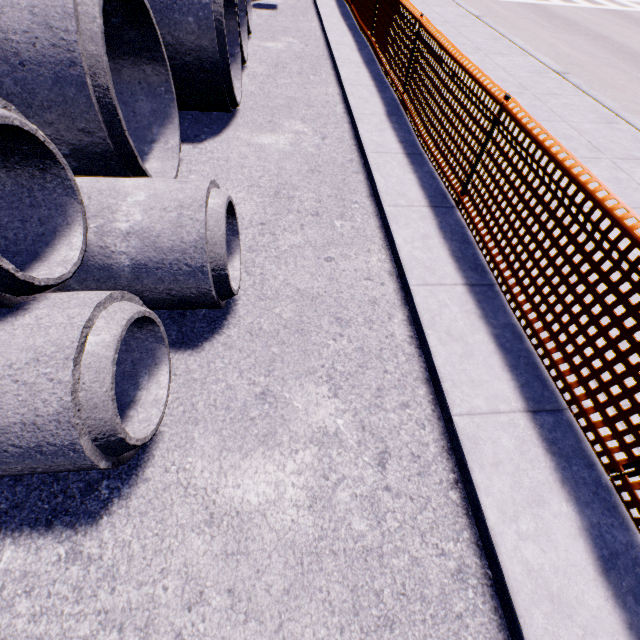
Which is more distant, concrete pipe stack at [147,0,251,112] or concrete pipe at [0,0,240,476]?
concrete pipe stack at [147,0,251,112]

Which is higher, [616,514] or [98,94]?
[98,94]

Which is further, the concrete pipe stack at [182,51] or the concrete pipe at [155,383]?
the concrete pipe stack at [182,51]
